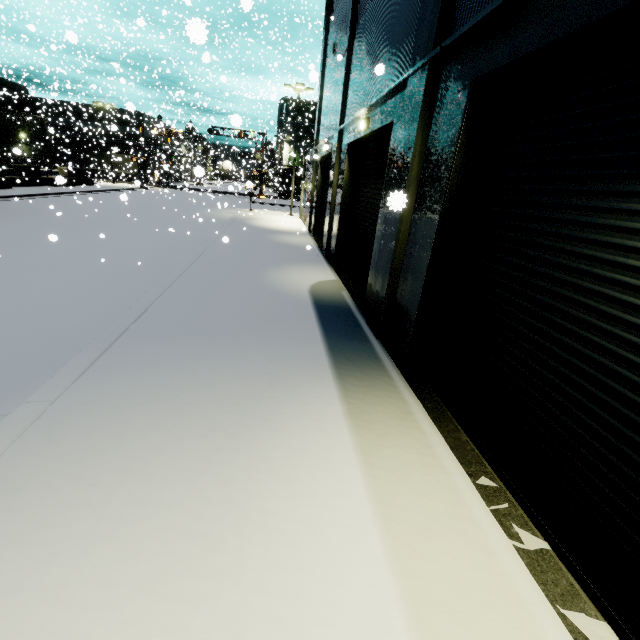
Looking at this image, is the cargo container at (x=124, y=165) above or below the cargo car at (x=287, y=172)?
below

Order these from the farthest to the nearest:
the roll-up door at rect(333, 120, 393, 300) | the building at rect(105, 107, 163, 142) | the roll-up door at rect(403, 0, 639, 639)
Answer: the building at rect(105, 107, 163, 142) → the roll-up door at rect(333, 120, 393, 300) → the roll-up door at rect(403, 0, 639, 639)

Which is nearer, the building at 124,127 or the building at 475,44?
the building at 475,44

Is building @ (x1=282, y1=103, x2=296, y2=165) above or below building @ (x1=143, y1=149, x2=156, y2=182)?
above

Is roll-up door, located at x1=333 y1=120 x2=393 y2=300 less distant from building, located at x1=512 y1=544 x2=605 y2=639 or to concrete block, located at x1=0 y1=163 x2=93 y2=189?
building, located at x1=512 y1=544 x2=605 y2=639

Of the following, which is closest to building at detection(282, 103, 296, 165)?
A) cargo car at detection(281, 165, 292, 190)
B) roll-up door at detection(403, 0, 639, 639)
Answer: roll-up door at detection(403, 0, 639, 639)

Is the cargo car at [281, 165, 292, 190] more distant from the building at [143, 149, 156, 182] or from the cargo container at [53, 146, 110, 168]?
the cargo container at [53, 146, 110, 168]

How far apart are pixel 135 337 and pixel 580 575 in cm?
673
